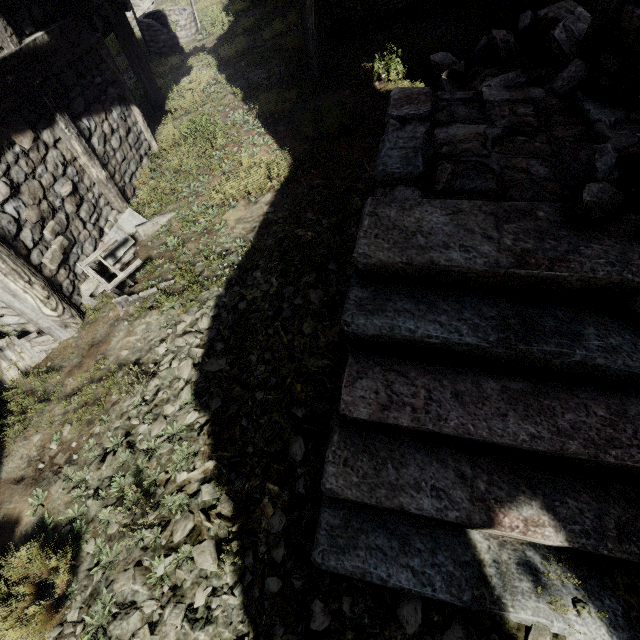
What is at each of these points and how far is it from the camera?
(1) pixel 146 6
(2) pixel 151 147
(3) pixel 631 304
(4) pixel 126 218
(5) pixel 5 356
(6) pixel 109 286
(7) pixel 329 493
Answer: (1) rubble, 14.7 meters
(2) building, 7.4 meters
(3) rubble, 2.4 meters
(4) rubble, 5.6 meters
(5) broken furniture, 4.3 meters
(6) broken furniture, 4.5 meters
(7) building, 2.5 meters

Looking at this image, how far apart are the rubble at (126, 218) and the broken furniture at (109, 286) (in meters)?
0.02

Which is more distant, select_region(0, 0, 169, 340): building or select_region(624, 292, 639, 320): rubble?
select_region(0, 0, 169, 340): building

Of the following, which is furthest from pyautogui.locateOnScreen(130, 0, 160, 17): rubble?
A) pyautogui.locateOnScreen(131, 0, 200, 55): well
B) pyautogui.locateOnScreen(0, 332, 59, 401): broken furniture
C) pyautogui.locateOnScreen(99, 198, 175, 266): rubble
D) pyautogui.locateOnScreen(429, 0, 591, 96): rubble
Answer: pyautogui.locateOnScreen(0, 332, 59, 401): broken furniture

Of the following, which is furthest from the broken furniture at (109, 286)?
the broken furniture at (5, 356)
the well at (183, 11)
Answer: the well at (183, 11)

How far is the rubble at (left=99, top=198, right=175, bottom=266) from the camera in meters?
5.3

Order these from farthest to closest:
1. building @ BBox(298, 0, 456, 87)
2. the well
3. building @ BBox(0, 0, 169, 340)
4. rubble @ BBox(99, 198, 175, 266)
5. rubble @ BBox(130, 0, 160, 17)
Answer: rubble @ BBox(130, 0, 160, 17)
the well
building @ BBox(298, 0, 456, 87)
rubble @ BBox(99, 198, 175, 266)
building @ BBox(0, 0, 169, 340)
